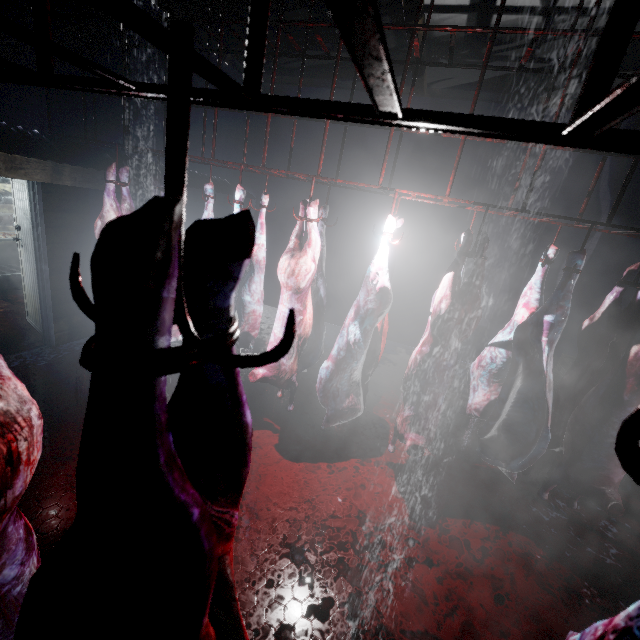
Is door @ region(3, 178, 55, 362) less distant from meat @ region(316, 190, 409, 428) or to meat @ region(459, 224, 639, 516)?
meat @ region(316, 190, 409, 428)

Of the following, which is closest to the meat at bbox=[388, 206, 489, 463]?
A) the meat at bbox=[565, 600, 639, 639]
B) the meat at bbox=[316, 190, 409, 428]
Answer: the meat at bbox=[316, 190, 409, 428]

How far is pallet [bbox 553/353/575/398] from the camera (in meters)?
4.57

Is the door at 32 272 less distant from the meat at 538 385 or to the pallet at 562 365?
the meat at 538 385

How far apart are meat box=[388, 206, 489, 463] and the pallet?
2.52m

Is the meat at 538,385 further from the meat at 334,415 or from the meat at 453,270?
the meat at 334,415

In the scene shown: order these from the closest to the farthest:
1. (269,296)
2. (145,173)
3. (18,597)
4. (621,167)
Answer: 1. (18,597)
2. (145,173)
3. (621,167)
4. (269,296)

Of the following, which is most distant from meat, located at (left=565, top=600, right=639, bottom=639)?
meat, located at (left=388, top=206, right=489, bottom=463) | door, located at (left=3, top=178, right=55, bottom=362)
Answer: door, located at (left=3, top=178, right=55, bottom=362)
